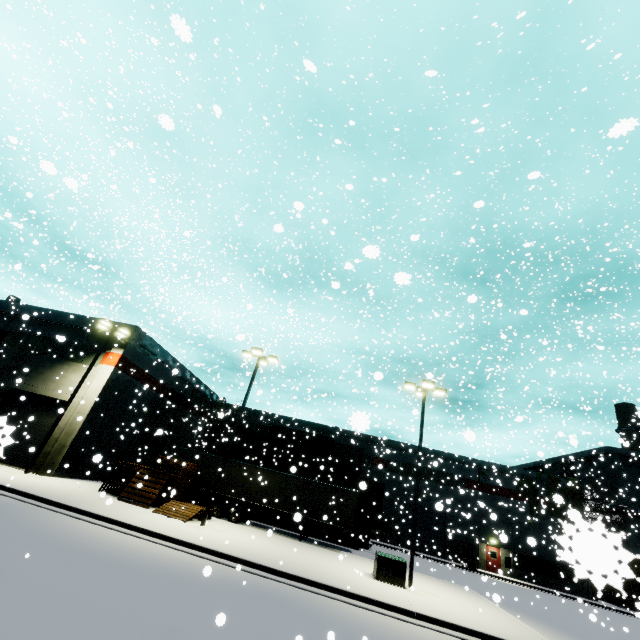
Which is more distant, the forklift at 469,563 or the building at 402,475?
the building at 402,475

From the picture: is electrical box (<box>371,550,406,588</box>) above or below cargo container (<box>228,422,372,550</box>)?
below

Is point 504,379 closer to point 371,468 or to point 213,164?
point 213,164

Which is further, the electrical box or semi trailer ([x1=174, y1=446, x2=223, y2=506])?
semi trailer ([x1=174, y1=446, x2=223, y2=506])

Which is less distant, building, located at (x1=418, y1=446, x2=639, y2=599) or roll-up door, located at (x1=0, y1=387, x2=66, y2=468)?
roll-up door, located at (x1=0, y1=387, x2=66, y2=468)

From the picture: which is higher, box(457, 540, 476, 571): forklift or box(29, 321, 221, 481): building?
box(29, 321, 221, 481): building

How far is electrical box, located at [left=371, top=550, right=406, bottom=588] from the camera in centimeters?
1466cm
